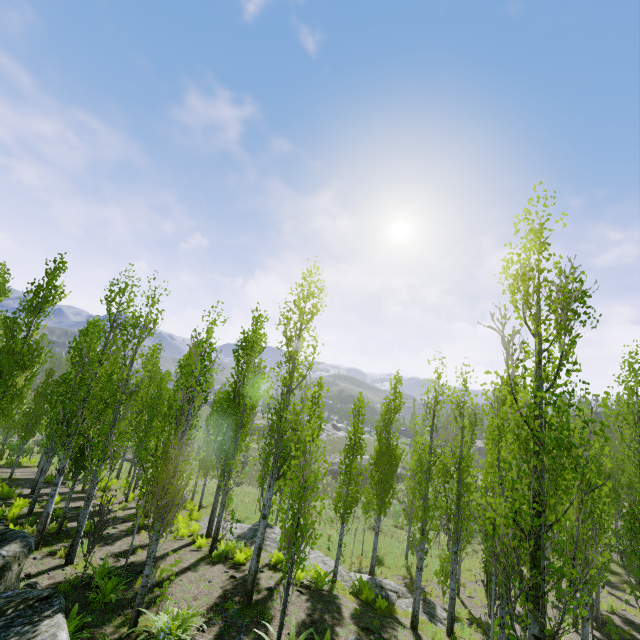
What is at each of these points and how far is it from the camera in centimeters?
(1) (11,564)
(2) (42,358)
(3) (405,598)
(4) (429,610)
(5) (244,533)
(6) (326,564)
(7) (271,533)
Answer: (1) rock, 619cm
(2) instancedfoliageactor, 1512cm
(3) rock, 1505cm
(4) rock, 1423cm
(5) rock, 1747cm
(6) rock, 1681cm
(7) rock, 1792cm

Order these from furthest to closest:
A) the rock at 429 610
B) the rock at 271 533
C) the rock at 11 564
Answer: the rock at 271 533 < the rock at 429 610 < the rock at 11 564

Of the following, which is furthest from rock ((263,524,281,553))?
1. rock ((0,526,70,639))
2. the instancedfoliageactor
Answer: rock ((0,526,70,639))

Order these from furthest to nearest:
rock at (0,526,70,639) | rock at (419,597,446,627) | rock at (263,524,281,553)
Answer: rock at (263,524,281,553)
rock at (419,597,446,627)
rock at (0,526,70,639)

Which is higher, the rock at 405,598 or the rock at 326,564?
the rock at 405,598

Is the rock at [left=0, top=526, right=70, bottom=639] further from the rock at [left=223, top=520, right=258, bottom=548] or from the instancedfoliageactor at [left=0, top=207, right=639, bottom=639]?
the rock at [left=223, top=520, right=258, bottom=548]

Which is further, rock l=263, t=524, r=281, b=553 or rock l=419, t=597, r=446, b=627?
rock l=263, t=524, r=281, b=553
